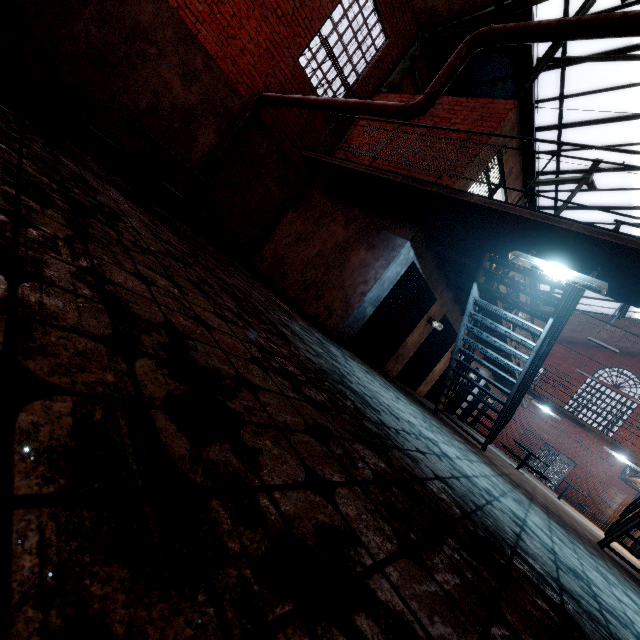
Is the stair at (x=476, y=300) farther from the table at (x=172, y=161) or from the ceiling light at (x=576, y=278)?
the table at (x=172, y=161)

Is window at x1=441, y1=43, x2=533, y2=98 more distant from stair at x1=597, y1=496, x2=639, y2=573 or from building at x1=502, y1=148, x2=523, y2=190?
stair at x1=597, y1=496, x2=639, y2=573

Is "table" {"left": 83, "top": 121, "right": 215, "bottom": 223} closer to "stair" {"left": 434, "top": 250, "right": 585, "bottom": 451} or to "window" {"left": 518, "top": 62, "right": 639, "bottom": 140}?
"stair" {"left": 434, "top": 250, "right": 585, "bottom": 451}

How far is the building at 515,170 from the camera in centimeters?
713cm

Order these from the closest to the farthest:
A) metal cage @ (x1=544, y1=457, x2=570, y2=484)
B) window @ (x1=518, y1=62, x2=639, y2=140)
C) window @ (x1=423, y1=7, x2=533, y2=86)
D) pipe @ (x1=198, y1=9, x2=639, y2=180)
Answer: pipe @ (x1=198, y1=9, x2=639, y2=180) → window @ (x1=423, y1=7, x2=533, y2=86) → window @ (x1=518, y1=62, x2=639, y2=140) → metal cage @ (x1=544, y1=457, x2=570, y2=484)

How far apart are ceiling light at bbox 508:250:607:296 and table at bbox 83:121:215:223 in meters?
4.3 m

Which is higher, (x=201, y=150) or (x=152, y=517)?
(x=201, y=150)

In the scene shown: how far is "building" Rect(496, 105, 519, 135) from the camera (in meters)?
6.45
